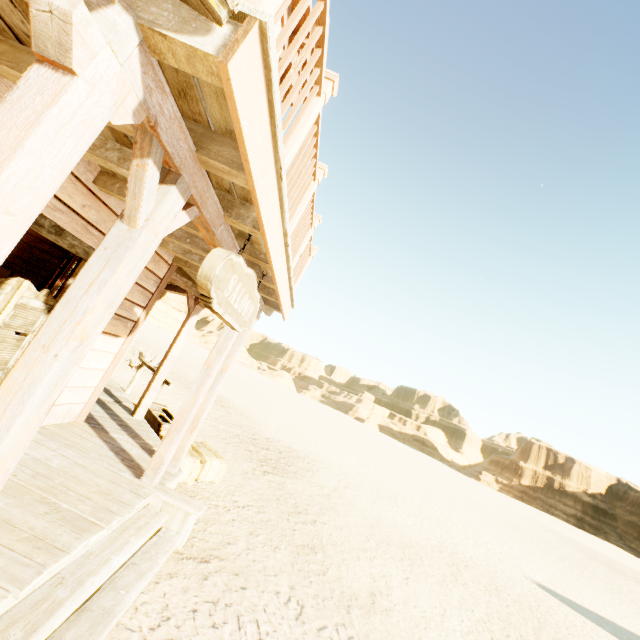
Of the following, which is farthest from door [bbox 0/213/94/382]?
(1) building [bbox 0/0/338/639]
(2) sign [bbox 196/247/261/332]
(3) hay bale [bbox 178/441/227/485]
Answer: (3) hay bale [bbox 178/441/227/485]

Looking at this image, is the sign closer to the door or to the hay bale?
the door

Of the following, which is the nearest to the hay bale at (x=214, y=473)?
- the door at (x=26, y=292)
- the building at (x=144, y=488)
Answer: the building at (x=144, y=488)

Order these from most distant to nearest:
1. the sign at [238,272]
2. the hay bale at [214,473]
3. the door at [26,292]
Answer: the hay bale at [214,473] → the door at [26,292] → the sign at [238,272]

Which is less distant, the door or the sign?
the sign

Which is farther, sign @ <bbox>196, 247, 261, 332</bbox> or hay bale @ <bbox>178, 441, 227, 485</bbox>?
hay bale @ <bbox>178, 441, 227, 485</bbox>

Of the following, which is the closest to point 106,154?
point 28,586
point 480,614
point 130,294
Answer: point 130,294

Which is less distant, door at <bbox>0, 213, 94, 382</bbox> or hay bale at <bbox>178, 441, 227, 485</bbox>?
door at <bbox>0, 213, 94, 382</bbox>
